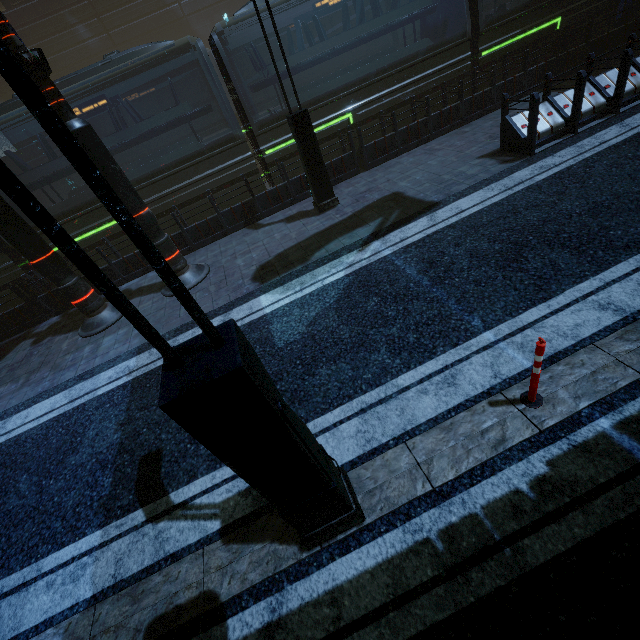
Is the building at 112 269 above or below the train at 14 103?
below

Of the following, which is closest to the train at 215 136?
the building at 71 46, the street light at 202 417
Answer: the building at 71 46

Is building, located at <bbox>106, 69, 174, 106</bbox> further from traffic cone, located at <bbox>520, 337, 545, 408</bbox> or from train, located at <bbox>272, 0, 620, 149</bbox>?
traffic cone, located at <bbox>520, 337, 545, 408</bbox>

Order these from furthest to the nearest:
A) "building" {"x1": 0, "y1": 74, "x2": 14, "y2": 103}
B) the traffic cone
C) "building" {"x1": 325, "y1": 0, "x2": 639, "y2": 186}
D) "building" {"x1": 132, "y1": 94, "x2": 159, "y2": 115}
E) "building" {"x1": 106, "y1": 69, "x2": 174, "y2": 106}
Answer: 1. "building" {"x1": 132, "y1": 94, "x2": 159, "y2": 115}
2. "building" {"x1": 106, "y1": 69, "x2": 174, "y2": 106}
3. "building" {"x1": 0, "y1": 74, "x2": 14, "y2": 103}
4. "building" {"x1": 325, "y1": 0, "x2": 639, "y2": 186}
5. the traffic cone

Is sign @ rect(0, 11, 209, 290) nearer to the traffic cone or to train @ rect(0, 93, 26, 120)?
train @ rect(0, 93, 26, 120)

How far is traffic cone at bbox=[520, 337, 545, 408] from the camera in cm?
295

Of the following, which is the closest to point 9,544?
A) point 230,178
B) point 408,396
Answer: point 408,396

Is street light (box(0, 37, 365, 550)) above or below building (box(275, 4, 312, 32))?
below
